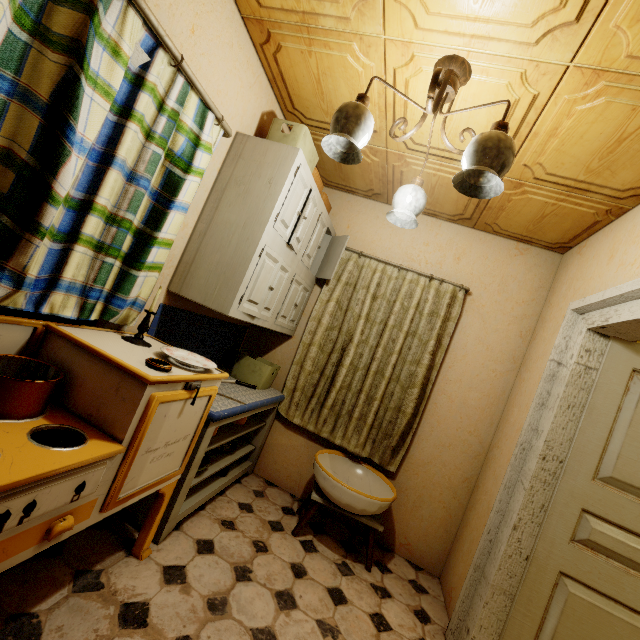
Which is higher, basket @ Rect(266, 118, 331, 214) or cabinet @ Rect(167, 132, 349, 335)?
basket @ Rect(266, 118, 331, 214)

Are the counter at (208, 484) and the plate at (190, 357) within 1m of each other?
yes

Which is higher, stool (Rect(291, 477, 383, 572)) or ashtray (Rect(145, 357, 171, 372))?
ashtray (Rect(145, 357, 171, 372))

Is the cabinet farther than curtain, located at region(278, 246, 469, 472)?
No

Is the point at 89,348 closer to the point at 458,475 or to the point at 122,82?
the point at 122,82

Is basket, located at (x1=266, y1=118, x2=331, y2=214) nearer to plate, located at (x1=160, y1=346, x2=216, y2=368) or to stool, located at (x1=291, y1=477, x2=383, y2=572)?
plate, located at (x1=160, y1=346, x2=216, y2=368)

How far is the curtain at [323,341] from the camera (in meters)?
2.76

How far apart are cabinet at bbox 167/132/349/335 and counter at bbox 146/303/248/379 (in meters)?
0.11
